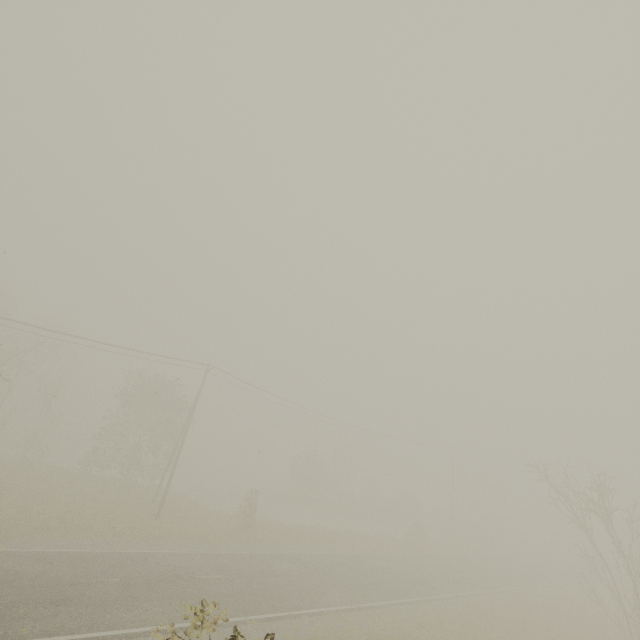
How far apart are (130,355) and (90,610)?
18.21m
